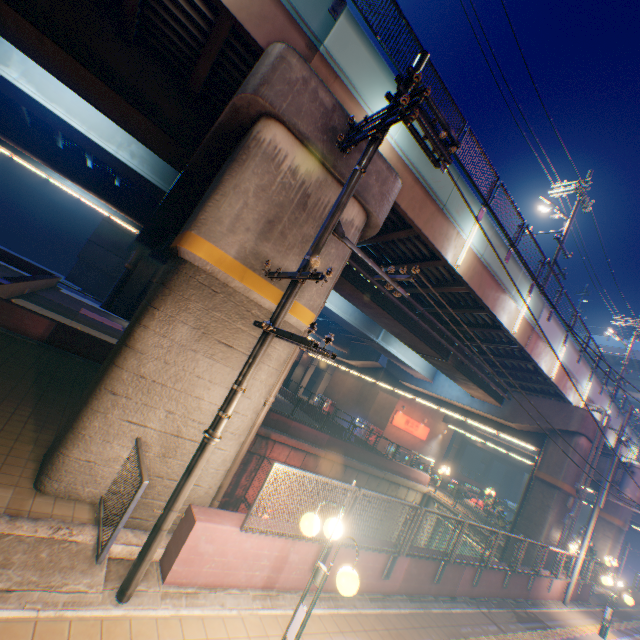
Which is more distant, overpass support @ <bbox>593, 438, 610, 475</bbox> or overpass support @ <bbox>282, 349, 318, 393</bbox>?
overpass support @ <bbox>282, 349, 318, 393</bbox>

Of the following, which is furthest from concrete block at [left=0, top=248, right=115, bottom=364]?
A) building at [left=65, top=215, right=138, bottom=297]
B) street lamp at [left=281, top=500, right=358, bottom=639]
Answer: street lamp at [left=281, top=500, right=358, bottom=639]

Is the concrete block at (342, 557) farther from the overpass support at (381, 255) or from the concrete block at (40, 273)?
the concrete block at (40, 273)

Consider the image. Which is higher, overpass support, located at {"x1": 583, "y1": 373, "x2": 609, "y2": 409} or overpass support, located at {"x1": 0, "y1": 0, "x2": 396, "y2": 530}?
overpass support, located at {"x1": 583, "y1": 373, "x2": 609, "y2": 409}

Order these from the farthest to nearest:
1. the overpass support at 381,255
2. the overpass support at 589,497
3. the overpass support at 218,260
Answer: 1. the overpass support at 589,497
2. the overpass support at 381,255
3. the overpass support at 218,260

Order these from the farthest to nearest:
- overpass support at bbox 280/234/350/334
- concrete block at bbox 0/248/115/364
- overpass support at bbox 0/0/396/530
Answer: concrete block at bbox 0/248/115/364, overpass support at bbox 280/234/350/334, overpass support at bbox 0/0/396/530

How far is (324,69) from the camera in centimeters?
754cm

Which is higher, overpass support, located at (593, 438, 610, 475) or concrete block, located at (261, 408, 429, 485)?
overpass support, located at (593, 438, 610, 475)
